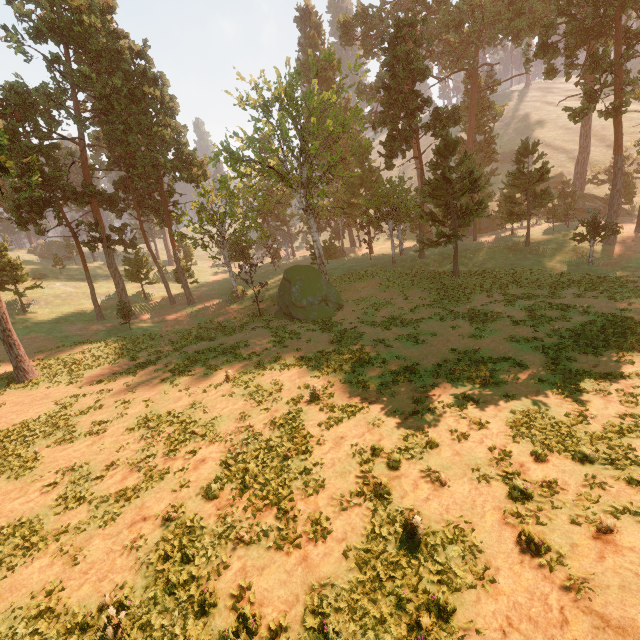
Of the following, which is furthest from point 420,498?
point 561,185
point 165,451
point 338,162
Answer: point 561,185

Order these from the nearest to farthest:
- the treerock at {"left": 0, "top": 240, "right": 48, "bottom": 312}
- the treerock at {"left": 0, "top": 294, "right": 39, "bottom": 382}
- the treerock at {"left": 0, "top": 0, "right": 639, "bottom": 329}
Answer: the treerock at {"left": 0, "top": 294, "right": 39, "bottom": 382}, the treerock at {"left": 0, "top": 0, "right": 639, "bottom": 329}, the treerock at {"left": 0, "top": 240, "right": 48, "bottom": 312}

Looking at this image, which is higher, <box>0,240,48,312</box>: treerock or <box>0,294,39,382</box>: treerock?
<box>0,240,48,312</box>: treerock

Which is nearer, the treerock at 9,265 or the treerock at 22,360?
the treerock at 22,360

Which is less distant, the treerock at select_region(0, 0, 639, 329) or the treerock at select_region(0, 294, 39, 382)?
the treerock at select_region(0, 294, 39, 382)

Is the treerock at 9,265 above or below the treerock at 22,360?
above
